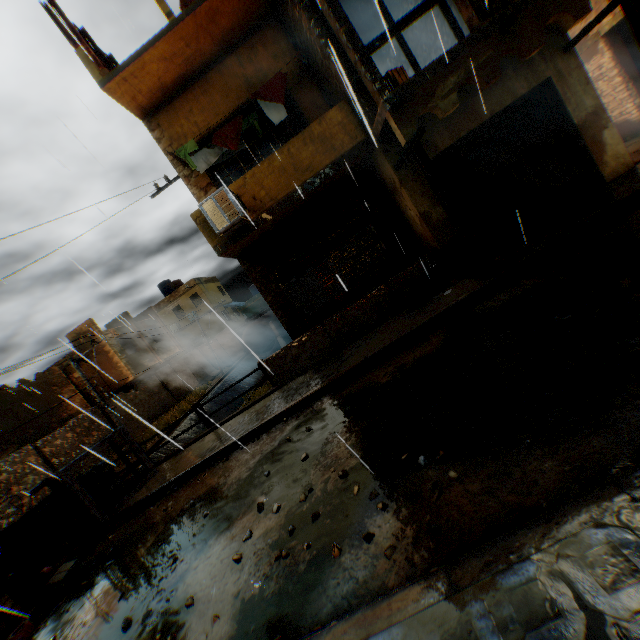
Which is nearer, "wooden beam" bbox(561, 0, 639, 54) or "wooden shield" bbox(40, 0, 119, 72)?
"wooden beam" bbox(561, 0, 639, 54)

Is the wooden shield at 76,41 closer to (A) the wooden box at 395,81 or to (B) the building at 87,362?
(B) the building at 87,362

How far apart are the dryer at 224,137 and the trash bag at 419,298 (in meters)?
4.44

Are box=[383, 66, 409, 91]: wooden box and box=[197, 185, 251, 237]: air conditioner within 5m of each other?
yes

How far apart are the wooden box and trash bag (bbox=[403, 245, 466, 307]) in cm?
336

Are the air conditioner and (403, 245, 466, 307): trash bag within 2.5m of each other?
no

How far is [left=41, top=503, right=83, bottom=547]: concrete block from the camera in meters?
8.1 m

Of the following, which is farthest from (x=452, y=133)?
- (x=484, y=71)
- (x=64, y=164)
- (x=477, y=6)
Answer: (x=64, y=164)
